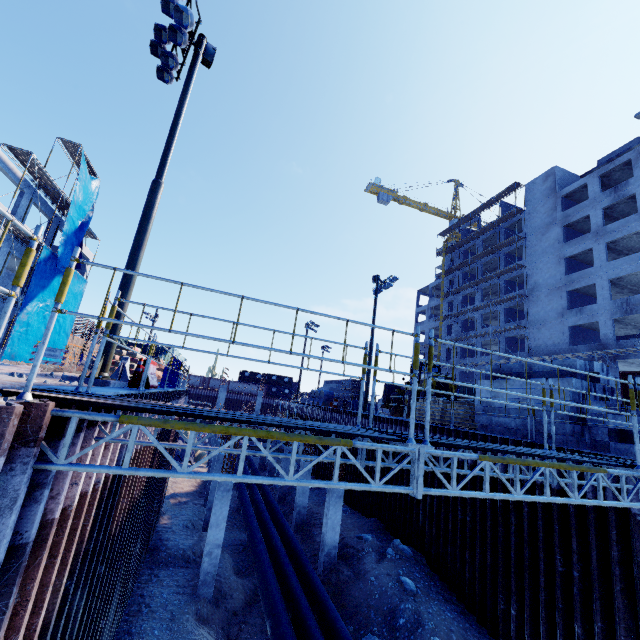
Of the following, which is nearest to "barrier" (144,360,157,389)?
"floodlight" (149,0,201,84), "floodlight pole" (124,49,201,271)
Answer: "floodlight pole" (124,49,201,271)

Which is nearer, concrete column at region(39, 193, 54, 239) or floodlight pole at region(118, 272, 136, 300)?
floodlight pole at region(118, 272, 136, 300)

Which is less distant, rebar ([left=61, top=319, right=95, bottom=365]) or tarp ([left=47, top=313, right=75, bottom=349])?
tarp ([left=47, top=313, right=75, bottom=349])

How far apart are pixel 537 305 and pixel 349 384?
26.3 meters

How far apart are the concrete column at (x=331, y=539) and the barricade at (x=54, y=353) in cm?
1621

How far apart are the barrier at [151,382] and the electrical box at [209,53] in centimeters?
980cm

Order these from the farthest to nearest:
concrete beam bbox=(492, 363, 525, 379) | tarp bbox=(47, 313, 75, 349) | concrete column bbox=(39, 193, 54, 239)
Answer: tarp bbox=(47, 313, 75, 349)
concrete column bbox=(39, 193, 54, 239)
concrete beam bbox=(492, 363, 525, 379)

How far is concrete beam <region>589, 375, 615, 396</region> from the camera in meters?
11.0 m
